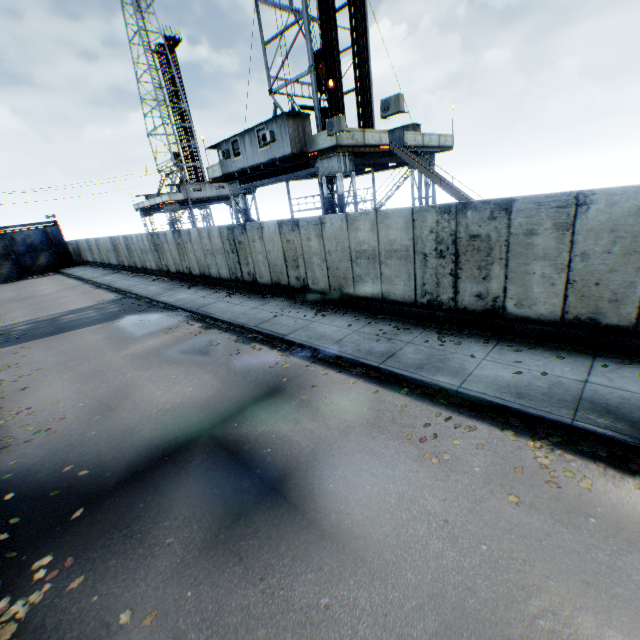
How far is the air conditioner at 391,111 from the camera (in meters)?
11.32

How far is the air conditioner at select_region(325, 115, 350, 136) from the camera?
13.20m

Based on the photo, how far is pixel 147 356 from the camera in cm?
1096

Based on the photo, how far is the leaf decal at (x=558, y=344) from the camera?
7.35m

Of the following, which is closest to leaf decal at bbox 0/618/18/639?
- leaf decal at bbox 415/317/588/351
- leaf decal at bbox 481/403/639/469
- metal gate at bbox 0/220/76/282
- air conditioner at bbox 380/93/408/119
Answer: leaf decal at bbox 481/403/639/469

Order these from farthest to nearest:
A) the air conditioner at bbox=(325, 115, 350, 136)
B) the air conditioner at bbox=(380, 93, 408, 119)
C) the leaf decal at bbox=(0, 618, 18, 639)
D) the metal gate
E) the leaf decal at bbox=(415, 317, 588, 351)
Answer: the metal gate, the air conditioner at bbox=(325, 115, 350, 136), the air conditioner at bbox=(380, 93, 408, 119), the leaf decal at bbox=(415, 317, 588, 351), the leaf decal at bbox=(0, 618, 18, 639)

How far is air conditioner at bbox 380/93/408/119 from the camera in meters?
11.3 m

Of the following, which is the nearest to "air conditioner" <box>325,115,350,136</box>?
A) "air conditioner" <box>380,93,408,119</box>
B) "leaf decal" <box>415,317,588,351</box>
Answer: "air conditioner" <box>380,93,408,119</box>
